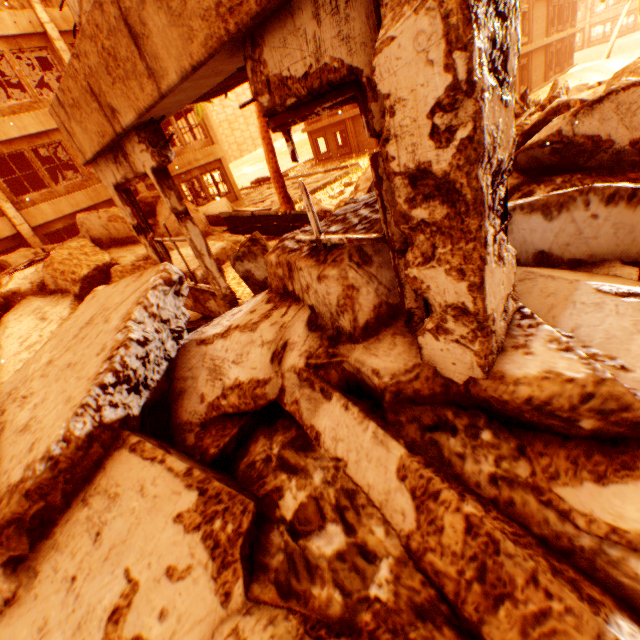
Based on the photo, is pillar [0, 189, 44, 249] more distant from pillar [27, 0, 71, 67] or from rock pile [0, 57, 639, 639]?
pillar [27, 0, 71, 67]

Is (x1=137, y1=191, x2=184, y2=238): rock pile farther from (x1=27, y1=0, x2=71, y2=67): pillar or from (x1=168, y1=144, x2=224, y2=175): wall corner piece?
(x1=168, y1=144, x2=224, y2=175): wall corner piece

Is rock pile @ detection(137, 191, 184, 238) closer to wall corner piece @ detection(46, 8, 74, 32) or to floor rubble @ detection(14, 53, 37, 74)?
floor rubble @ detection(14, 53, 37, 74)

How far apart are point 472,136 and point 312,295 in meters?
1.6

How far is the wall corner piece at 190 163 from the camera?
16.5 meters

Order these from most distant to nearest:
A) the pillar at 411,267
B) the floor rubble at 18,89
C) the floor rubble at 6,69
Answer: the floor rubble at 18,89 → the floor rubble at 6,69 → the pillar at 411,267

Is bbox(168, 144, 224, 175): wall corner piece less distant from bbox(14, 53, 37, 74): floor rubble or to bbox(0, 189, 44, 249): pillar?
bbox(0, 189, 44, 249): pillar

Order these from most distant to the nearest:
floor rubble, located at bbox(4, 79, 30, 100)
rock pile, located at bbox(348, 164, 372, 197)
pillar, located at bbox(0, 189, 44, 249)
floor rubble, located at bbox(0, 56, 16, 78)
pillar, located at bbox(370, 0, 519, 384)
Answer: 1. floor rubble, located at bbox(4, 79, 30, 100)
2. floor rubble, located at bbox(0, 56, 16, 78)
3. pillar, located at bbox(0, 189, 44, 249)
4. rock pile, located at bbox(348, 164, 372, 197)
5. pillar, located at bbox(370, 0, 519, 384)
